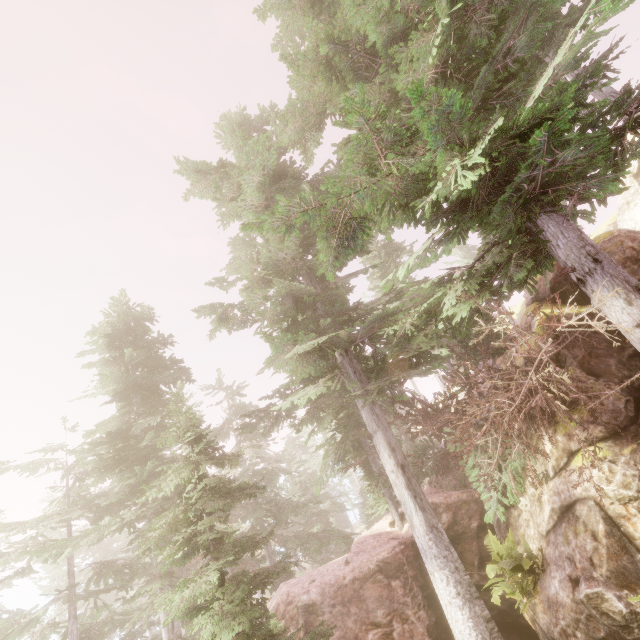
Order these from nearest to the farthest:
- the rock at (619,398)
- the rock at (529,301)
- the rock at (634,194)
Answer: the rock at (619,398) → the rock at (634,194) → the rock at (529,301)

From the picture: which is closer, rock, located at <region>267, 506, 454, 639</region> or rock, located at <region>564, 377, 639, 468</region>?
rock, located at <region>564, 377, 639, 468</region>

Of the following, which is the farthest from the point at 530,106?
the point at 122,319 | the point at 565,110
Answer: the point at 122,319

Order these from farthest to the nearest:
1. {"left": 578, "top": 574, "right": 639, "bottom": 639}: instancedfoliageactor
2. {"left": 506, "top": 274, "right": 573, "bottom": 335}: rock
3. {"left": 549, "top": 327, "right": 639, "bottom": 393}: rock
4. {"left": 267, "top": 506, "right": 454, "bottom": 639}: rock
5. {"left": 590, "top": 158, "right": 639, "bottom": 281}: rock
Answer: {"left": 506, "top": 274, "right": 573, "bottom": 335}: rock
{"left": 267, "top": 506, "right": 454, "bottom": 639}: rock
{"left": 590, "top": 158, "right": 639, "bottom": 281}: rock
{"left": 549, "top": 327, "right": 639, "bottom": 393}: rock
{"left": 578, "top": 574, "right": 639, "bottom": 639}: instancedfoliageactor

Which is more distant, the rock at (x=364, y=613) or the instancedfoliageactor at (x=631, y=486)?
the rock at (x=364, y=613)

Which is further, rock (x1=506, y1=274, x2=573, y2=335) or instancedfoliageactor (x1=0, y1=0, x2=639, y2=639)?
rock (x1=506, y1=274, x2=573, y2=335)

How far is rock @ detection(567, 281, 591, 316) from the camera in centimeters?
1052cm

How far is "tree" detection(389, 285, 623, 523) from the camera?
6.3m
